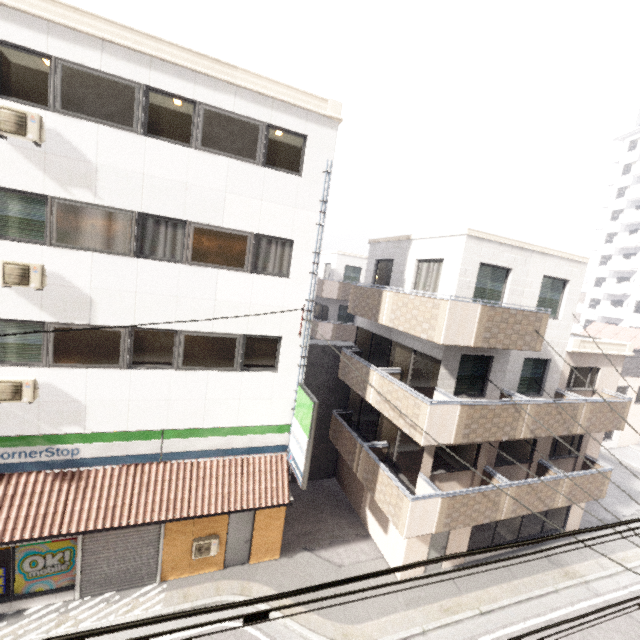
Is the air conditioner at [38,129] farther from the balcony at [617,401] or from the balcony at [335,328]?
the balcony at [335,328]

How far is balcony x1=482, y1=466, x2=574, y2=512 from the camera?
11.03m

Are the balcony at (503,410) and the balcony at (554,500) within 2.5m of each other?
yes

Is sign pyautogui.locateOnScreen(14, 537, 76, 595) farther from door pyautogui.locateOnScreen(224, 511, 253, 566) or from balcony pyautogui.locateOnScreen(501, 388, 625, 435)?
balcony pyautogui.locateOnScreen(501, 388, 625, 435)

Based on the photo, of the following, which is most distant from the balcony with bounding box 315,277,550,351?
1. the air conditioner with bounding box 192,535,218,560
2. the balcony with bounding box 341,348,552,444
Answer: the air conditioner with bounding box 192,535,218,560

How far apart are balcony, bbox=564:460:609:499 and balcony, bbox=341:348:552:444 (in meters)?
1.58

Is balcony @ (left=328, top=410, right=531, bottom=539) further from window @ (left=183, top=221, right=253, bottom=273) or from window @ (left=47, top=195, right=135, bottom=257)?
window @ (left=47, top=195, right=135, bottom=257)

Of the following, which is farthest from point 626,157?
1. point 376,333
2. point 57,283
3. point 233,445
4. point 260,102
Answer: point 57,283
